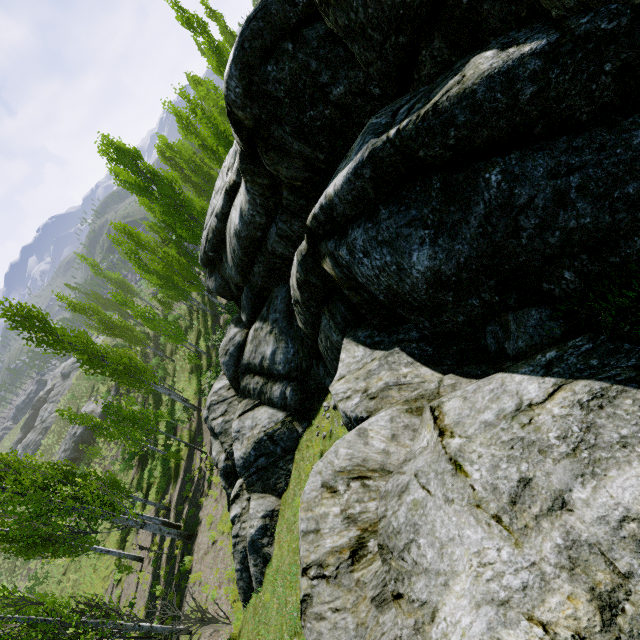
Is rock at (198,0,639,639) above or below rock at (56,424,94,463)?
above

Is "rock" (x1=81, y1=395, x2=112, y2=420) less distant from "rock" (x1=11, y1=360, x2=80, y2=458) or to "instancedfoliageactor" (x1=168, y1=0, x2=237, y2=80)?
"instancedfoliageactor" (x1=168, y1=0, x2=237, y2=80)

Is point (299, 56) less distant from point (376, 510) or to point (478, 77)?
point (478, 77)

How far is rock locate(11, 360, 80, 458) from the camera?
51.50m

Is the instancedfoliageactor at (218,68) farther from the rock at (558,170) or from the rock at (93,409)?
the rock at (93,409)

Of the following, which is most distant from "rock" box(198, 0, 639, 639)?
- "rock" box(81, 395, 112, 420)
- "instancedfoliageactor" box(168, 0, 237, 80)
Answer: "rock" box(81, 395, 112, 420)

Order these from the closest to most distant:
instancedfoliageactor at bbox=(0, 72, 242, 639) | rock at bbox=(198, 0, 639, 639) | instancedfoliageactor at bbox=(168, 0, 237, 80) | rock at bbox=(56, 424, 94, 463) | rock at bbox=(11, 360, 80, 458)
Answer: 1. rock at bbox=(198, 0, 639, 639)
2. instancedfoliageactor at bbox=(0, 72, 242, 639)
3. instancedfoliageactor at bbox=(168, 0, 237, 80)
4. rock at bbox=(56, 424, 94, 463)
5. rock at bbox=(11, 360, 80, 458)

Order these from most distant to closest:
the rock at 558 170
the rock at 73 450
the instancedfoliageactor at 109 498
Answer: the rock at 73 450 < the instancedfoliageactor at 109 498 < the rock at 558 170
